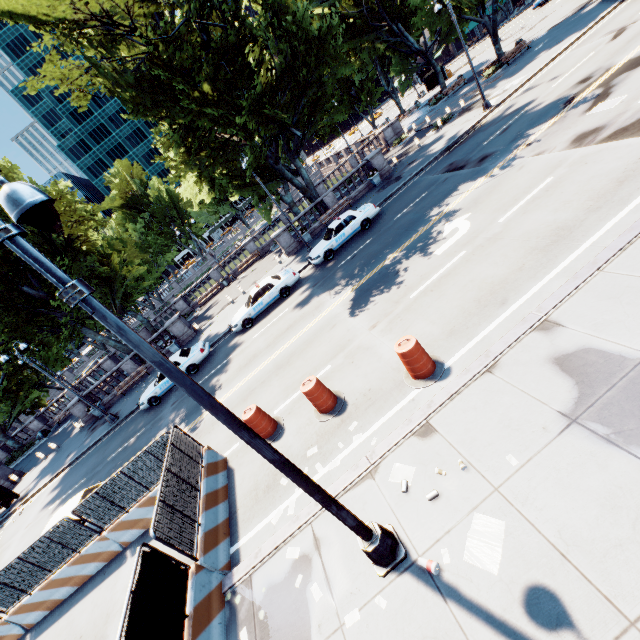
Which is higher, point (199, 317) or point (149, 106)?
point (149, 106)

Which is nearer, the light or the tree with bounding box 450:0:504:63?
the light

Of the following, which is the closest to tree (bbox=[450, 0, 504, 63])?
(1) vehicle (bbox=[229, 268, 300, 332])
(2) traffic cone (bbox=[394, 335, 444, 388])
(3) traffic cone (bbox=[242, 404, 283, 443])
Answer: (1) vehicle (bbox=[229, 268, 300, 332])

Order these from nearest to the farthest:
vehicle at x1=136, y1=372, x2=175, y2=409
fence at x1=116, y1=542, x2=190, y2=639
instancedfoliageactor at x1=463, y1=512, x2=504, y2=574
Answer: instancedfoliageactor at x1=463, y1=512, x2=504, y2=574
fence at x1=116, y1=542, x2=190, y2=639
vehicle at x1=136, y1=372, x2=175, y2=409

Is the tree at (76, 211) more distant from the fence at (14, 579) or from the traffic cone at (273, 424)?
the fence at (14, 579)

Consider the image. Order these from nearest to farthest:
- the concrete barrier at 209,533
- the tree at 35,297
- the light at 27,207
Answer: the light at 27,207 < the concrete barrier at 209,533 < the tree at 35,297

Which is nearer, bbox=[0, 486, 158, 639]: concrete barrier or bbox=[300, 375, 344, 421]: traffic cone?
bbox=[300, 375, 344, 421]: traffic cone

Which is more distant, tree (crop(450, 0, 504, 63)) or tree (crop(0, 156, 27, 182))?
tree (crop(450, 0, 504, 63))
